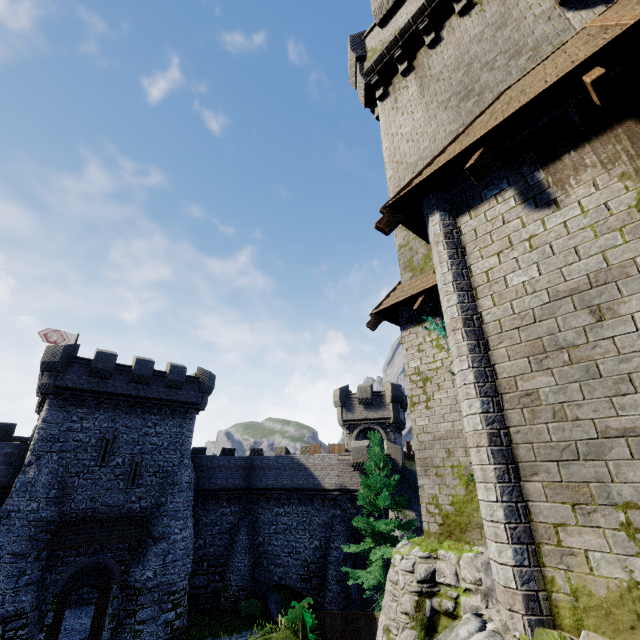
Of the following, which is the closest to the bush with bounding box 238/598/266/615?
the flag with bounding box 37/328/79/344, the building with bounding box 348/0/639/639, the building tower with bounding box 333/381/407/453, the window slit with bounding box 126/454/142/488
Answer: the building tower with bounding box 333/381/407/453

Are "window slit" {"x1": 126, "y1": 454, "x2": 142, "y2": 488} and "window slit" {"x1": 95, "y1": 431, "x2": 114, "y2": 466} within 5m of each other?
yes

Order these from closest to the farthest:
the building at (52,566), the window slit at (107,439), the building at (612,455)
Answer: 1. the building at (612,455)
2. the building at (52,566)
3. the window slit at (107,439)

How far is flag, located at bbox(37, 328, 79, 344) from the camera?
28.7m

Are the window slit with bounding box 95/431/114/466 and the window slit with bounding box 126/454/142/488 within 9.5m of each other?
yes

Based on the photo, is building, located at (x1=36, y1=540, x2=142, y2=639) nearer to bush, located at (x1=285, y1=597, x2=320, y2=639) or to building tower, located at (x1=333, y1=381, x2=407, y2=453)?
bush, located at (x1=285, y1=597, x2=320, y2=639)

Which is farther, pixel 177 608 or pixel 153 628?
pixel 177 608

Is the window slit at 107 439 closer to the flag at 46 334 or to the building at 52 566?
the building at 52 566
